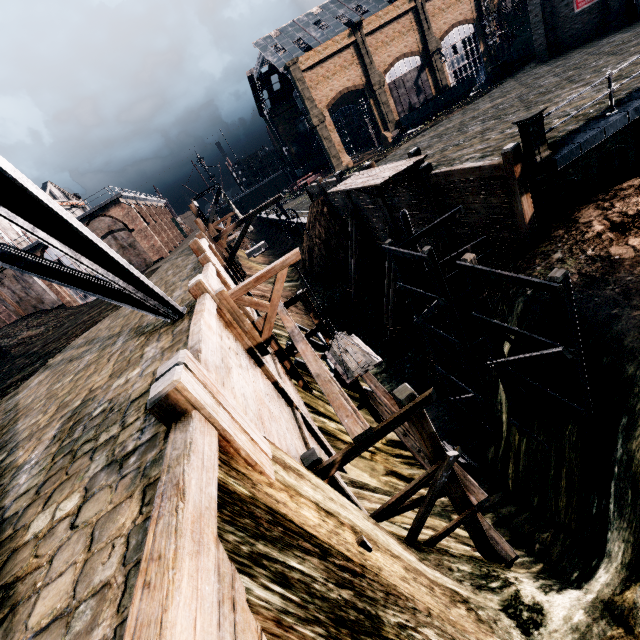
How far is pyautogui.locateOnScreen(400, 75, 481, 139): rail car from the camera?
48.0m

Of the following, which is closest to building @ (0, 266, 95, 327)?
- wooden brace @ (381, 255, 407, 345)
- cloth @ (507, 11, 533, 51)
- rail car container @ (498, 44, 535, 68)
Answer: wooden brace @ (381, 255, 407, 345)

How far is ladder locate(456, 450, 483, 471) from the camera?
13.62m

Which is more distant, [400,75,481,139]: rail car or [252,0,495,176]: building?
[252,0,495,176]: building

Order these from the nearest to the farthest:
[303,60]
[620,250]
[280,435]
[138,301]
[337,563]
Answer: [337,563], [280,435], [138,301], [620,250], [303,60]

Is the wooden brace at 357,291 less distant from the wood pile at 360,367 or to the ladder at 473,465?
the ladder at 473,465

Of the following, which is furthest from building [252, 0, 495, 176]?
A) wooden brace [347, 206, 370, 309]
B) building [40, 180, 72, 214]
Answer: building [40, 180, 72, 214]

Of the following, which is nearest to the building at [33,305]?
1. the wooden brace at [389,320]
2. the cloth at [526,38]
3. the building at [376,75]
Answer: the building at [376,75]
